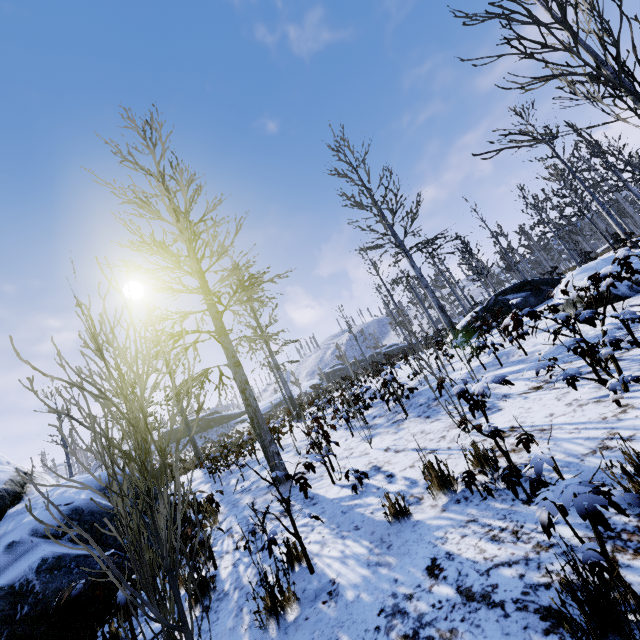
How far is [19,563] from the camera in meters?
4.1

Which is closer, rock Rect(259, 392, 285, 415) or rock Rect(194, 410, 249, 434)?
rock Rect(259, 392, 285, 415)

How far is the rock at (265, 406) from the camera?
52.4 meters

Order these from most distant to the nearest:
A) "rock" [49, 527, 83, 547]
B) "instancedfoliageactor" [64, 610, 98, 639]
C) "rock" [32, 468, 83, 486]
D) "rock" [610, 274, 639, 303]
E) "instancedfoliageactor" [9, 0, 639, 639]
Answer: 1. "rock" [610, 274, 639, 303]
2. "rock" [32, 468, 83, 486]
3. "rock" [49, 527, 83, 547]
4. "instancedfoliageactor" [64, 610, 98, 639]
5. "instancedfoliageactor" [9, 0, 639, 639]

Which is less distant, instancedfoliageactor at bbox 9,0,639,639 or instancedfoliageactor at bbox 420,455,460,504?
instancedfoliageactor at bbox 9,0,639,639

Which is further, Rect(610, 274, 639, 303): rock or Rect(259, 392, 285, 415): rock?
Rect(259, 392, 285, 415): rock

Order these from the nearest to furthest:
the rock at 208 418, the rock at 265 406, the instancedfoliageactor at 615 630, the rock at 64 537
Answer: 1. the instancedfoliageactor at 615 630
2. the rock at 64 537
3. the rock at 265 406
4. the rock at 208 418

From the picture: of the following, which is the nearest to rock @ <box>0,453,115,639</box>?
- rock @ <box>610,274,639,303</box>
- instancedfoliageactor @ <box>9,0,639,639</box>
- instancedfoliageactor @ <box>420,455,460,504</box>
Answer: instancedfoliageactor @ <box>9,0,639,639</box>
